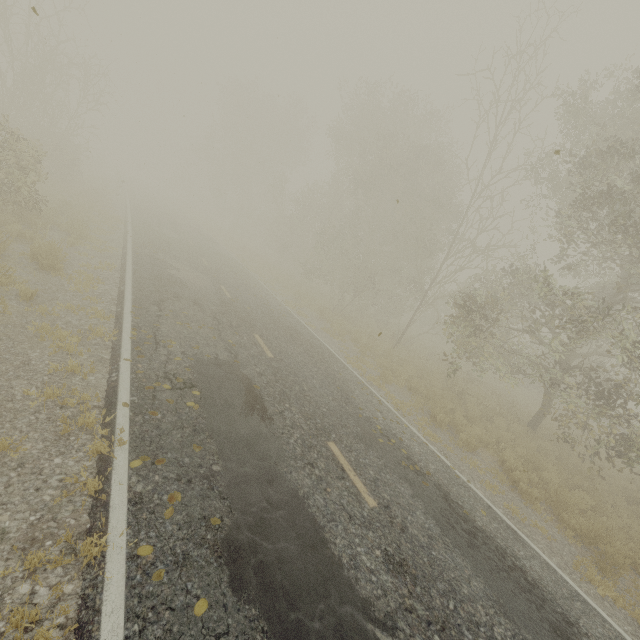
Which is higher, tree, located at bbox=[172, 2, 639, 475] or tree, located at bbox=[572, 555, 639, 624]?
tree, located at bbox=[172, 2, 639, 475]

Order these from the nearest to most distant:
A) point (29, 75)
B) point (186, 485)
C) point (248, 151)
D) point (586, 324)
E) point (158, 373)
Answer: point (186, 485), point (158, 373), point (586, 324), point (29, 75), point (248, 151)

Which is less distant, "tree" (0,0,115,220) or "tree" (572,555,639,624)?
"tree" (572,555,639,624)

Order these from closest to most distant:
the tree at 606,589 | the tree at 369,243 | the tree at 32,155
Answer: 1. the tree at 606,589
2. the tree at 369,243
3. the tree at 32,155

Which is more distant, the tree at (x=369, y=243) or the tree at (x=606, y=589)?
the tree at (x=369, y=243)

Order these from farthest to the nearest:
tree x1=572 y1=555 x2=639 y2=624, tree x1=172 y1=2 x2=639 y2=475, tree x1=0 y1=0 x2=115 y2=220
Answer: tree x1=0 y1=0 x2=115 y2=220, tree x1=172 y1=2 x2=639 y2=475, tree x1=572 y1=555 x2=639 y2=624

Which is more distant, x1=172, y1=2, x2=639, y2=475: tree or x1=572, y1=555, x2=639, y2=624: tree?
x1=172, y1=2, x2=639, y2=475: tree
